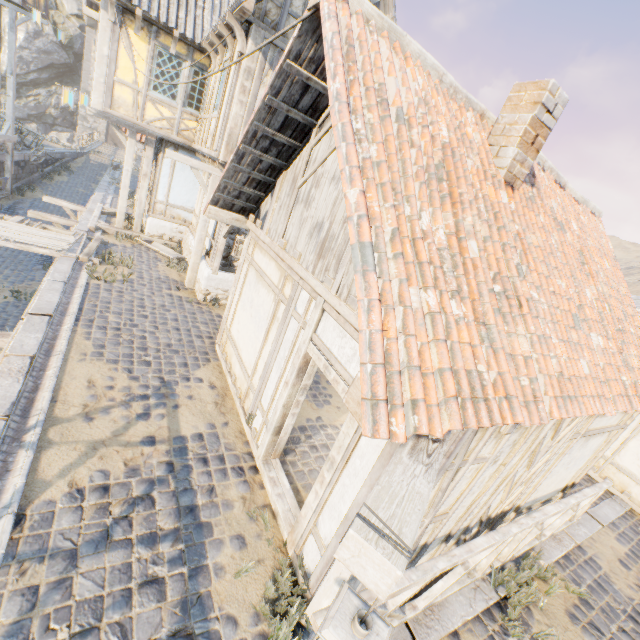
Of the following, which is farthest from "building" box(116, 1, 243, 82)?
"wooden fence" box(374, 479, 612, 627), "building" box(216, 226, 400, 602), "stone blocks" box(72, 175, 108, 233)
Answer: "wooden fence" box(374, 479, 612, 627)

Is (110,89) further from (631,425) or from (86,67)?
(86,67)

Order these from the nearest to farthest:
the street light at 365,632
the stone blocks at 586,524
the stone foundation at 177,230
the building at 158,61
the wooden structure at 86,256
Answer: the street light at 365,632 → the stone blocks at 586,524 → the wooden structure at 86,256 → the building at 158,61 → the stone foundation at 177,230

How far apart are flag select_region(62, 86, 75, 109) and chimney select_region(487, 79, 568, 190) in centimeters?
1187cm

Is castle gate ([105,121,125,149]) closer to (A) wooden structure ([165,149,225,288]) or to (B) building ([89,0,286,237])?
(B) building ([89,0,286,237])

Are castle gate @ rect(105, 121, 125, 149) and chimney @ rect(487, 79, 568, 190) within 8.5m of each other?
no

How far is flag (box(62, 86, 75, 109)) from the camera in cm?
979

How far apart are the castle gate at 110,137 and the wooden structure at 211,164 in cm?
4698
